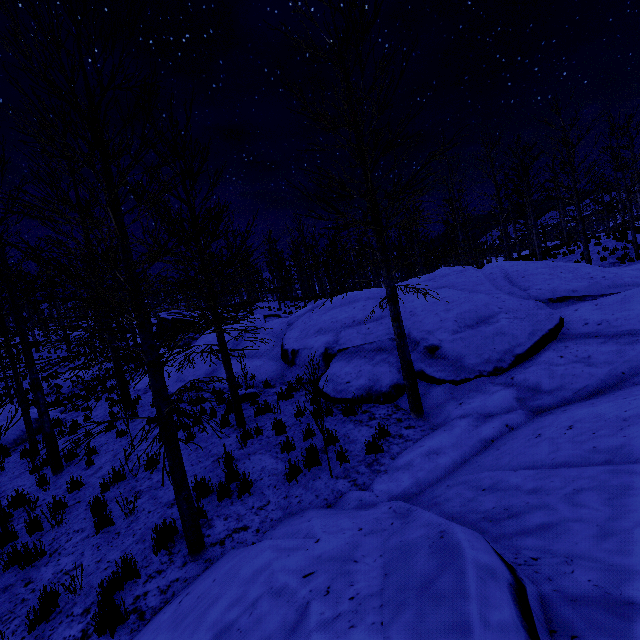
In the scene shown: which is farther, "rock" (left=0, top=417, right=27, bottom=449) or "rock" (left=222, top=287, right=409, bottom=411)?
"rock" (left=0, top=417, right=27, bottom=449)

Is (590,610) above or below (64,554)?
above

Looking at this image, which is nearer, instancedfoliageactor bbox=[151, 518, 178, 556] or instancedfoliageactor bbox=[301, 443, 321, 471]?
instancedfoliageactor bbox=[151, 518, 178, 556]

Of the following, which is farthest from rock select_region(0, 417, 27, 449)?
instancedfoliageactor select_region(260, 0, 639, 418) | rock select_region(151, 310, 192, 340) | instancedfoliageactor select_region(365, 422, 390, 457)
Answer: instancedfoliageactor select_region(260, 0, 639, 418)

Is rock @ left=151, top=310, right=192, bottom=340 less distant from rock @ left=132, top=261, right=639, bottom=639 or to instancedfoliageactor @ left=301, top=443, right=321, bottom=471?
rock @ left=132, top=261, right=639, bottom=639

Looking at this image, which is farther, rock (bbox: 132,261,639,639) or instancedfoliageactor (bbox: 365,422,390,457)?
instancedfoliageactor (bbox: 365,422,390,457)

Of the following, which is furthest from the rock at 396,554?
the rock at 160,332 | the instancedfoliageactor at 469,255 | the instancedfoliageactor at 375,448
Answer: the instancedfoliageactor at 469,255

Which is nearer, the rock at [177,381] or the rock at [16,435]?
the rock at [16,435]
